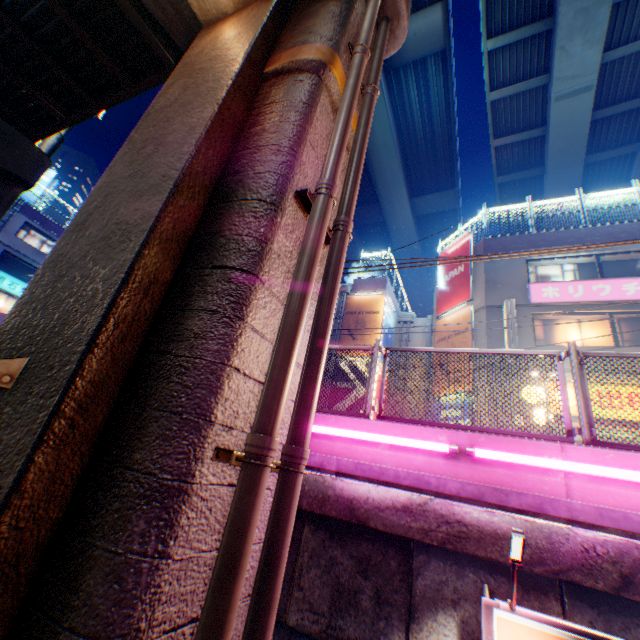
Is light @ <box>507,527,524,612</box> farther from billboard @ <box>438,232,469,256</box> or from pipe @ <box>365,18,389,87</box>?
billboard @ <box>438,232,469,256</box>

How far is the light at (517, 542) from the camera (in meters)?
1.92

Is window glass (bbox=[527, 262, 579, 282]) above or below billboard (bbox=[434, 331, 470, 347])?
above

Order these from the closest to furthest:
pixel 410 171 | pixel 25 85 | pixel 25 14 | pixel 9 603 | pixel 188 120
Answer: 1. pixel 9 603
2. pixel 188 120
3. pixel 25 14
4. pixel 25 85
5. pixel 410 171

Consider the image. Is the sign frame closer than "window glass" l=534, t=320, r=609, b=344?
Yes

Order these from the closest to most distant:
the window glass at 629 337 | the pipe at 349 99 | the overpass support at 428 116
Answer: the pipe at 349 99 → the window glass at 629 337 → the overpass support at 428 116

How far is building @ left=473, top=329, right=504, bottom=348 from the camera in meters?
14.2

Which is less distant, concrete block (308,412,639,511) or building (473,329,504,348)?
concrete block (308,412,639,511)
